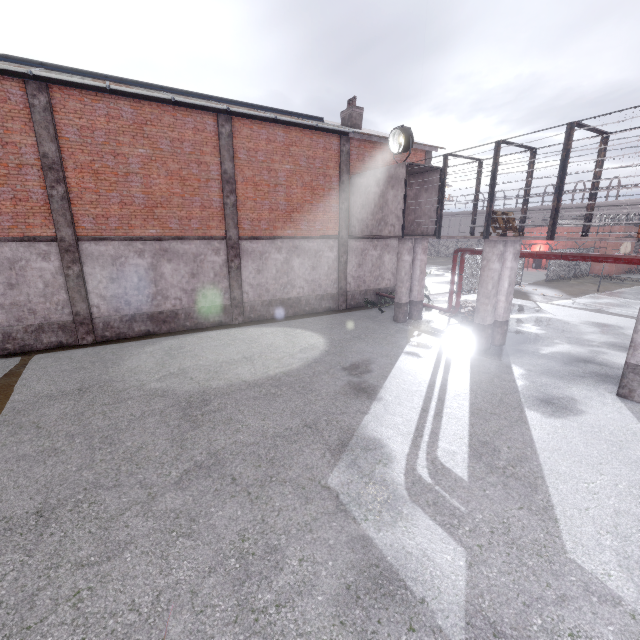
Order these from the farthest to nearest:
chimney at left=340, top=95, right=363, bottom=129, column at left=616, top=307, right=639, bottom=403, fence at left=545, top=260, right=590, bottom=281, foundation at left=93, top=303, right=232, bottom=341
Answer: fence at left=545, top=260, right=590, bottom=281 → chimney at left=340, top=95, right=363, bottom=129 → foundation at left=93, top=303, right=232, bottom=341 → column at left=616, top=307, right=639, bottom=403

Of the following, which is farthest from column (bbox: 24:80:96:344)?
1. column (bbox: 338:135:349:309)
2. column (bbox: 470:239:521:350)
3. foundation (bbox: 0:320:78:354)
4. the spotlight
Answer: column (bbox: 470:239:521:350)

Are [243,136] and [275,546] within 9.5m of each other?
no

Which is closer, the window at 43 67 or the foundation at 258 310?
the window at 43 67

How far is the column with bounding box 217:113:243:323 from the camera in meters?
13.3 m

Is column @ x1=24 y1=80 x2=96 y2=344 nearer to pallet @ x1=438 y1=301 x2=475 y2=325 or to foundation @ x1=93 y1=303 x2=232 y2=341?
foundation @ x1=93 y1=303 x2=232 y2=341

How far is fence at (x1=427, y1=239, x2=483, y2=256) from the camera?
52.8m

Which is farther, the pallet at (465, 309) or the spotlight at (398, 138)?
the pallet at (465, 309)
